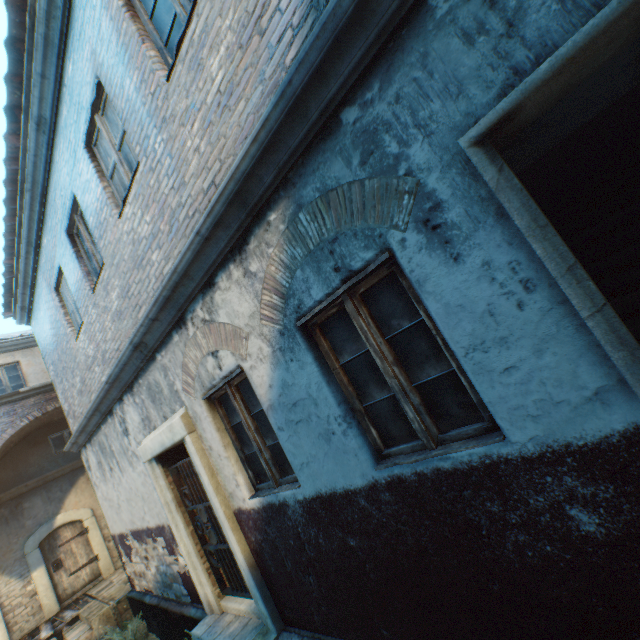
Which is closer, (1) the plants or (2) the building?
(2) the building

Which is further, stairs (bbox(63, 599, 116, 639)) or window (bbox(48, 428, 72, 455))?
window (bbox(48, 428, 72, 455))

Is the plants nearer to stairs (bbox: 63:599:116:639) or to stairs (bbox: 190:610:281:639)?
stairs (bbox: 63:599:116:639)

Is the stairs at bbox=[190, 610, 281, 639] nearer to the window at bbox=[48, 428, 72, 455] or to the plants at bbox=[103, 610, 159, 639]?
the plants at bbox=[103, 610, 159, 639]

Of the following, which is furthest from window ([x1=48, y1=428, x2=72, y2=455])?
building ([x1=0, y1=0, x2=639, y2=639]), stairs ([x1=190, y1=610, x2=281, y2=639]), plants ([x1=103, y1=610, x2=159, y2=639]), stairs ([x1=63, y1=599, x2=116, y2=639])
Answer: stairs ([x1=190, y1=610, x2=281, y2=639])

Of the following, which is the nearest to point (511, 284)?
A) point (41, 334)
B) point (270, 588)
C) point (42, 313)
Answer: point (270, 588)

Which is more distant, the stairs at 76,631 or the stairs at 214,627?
the stairs at 76,631

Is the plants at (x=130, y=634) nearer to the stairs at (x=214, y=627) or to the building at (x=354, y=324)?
the building at (x=354, y=324)
